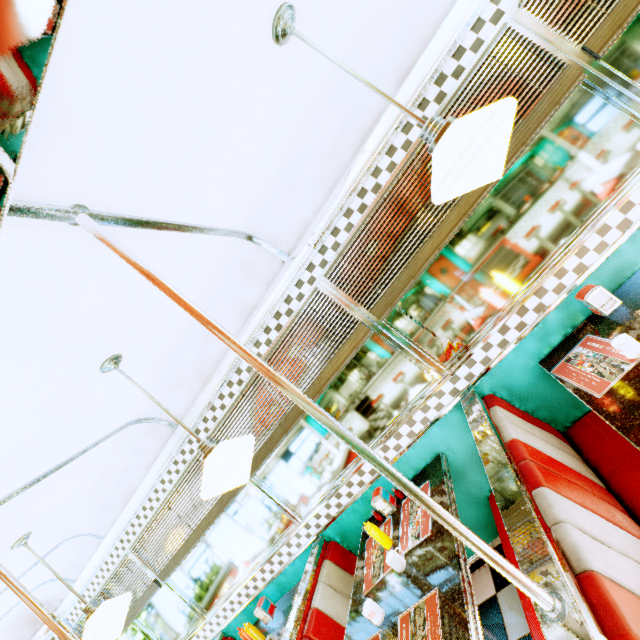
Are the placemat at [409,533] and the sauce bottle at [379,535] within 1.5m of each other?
yes

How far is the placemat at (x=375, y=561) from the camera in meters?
2.1

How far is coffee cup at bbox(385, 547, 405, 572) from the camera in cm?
197

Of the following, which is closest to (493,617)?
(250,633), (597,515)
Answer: (597,515)

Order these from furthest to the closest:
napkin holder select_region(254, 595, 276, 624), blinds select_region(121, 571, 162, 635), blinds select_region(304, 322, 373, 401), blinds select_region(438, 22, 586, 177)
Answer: blinds select_region(121, 571, 162, 635)
napkin holder select_region(254, 595, 276, 624)
blinds select_region(304, 322, 373, 401)
blinds select_region(438, 22, 586, 177)

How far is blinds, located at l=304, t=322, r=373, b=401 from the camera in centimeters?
252cm

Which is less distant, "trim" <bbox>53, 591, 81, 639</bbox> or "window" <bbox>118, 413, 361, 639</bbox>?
"window" <bbox>118, 413, 361, 639</bbox>

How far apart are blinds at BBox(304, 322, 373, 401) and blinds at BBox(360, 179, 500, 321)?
0.09m
